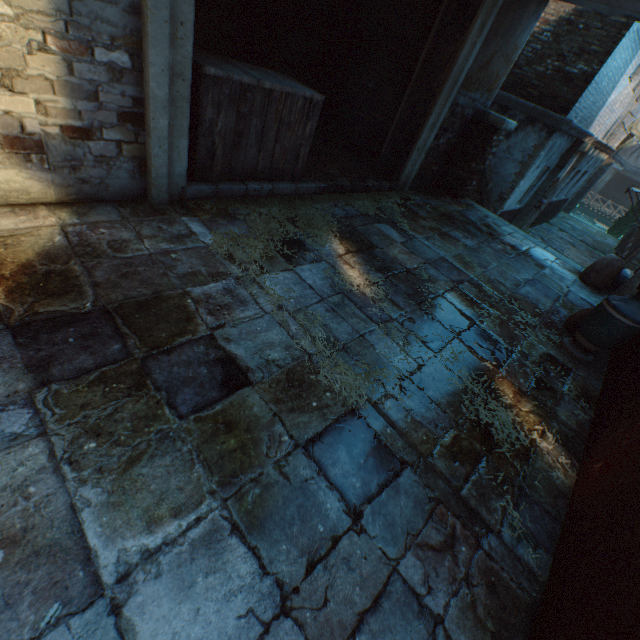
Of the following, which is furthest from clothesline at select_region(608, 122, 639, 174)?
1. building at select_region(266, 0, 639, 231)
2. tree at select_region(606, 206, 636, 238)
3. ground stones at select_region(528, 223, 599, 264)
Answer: tree at select_region(606, 206, 636, 238)

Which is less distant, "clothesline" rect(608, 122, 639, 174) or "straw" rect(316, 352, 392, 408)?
"straw" rect(316, 352, 392, 408)

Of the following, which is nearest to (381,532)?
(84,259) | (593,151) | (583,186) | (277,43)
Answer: (84,259)

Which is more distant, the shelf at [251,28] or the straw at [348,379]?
the shelf at [251,28]

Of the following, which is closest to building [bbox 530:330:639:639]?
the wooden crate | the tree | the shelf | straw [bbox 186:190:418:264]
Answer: the tree

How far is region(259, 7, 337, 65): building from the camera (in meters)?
5.09

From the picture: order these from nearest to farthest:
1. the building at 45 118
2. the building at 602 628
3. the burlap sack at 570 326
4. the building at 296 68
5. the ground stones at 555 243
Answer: the building at 602 628 → the building at 45 118 → the burlap sack at 570 326 → the building at 296 68 → the ground stones at 555 243
